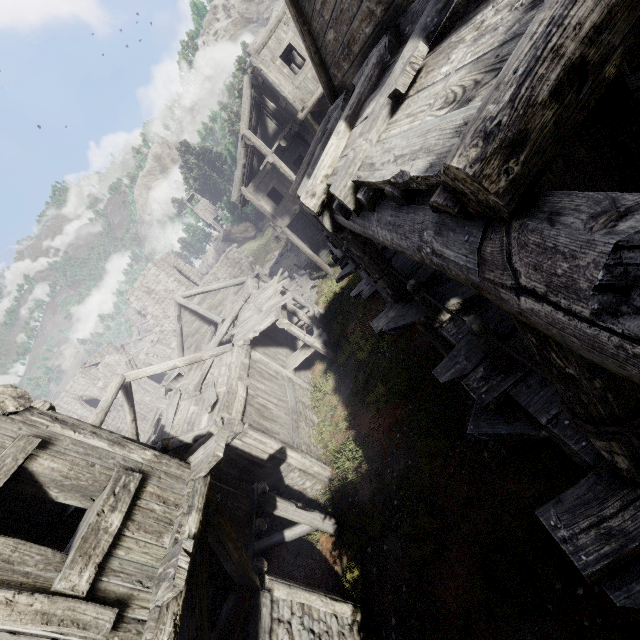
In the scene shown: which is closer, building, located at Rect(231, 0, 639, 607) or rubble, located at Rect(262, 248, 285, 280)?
building, located at Rect(231, 0, 639, 607)

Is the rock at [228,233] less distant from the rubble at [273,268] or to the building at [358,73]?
the building at [358,73]

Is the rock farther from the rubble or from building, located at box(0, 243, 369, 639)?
the rubble

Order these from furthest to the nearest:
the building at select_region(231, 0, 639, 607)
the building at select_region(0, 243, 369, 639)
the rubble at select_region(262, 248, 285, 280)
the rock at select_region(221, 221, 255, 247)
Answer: the rock at select_region(221, 221, 255, 247), the rubble at select_region(262, 248, 285, 280), the building at select_region(0, 243, 369, 639), the building at select_region(231, 0, 639, 607)

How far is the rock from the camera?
57.38m

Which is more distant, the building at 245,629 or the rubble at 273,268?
the rubble at 273,268

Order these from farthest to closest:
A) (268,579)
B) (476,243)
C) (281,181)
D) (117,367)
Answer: A: (117,367) → (281,181) → (268,579) → (476,243)
